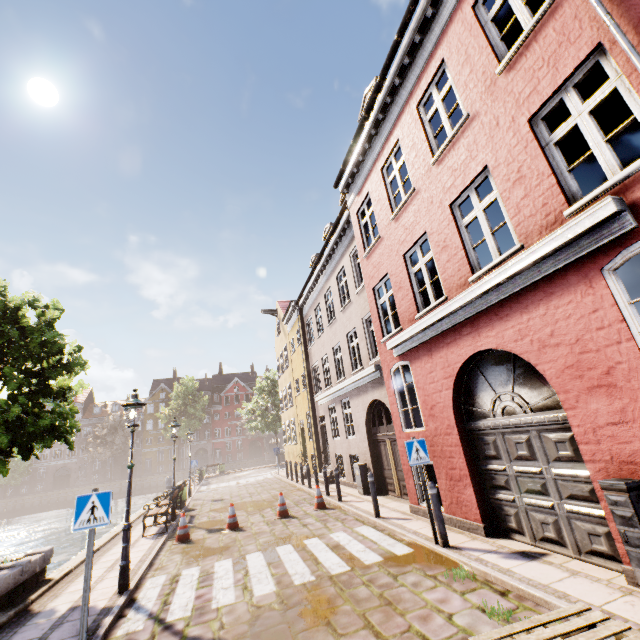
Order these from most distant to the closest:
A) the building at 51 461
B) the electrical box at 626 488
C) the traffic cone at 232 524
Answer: the building at 51 461 → the traffic cone at 232 524 → the electrical box at 626 488

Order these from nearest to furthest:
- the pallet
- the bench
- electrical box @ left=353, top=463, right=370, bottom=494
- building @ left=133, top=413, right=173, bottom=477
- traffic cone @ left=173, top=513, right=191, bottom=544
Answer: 1. the pallet
2. traffic cone @ left=173, top=513, right=191, bottom=544
3. the bench
4. electrical box @ left=353, top=463, right=370, bottom=494
5. building @ left=133, top=413, right=173, bottom=477

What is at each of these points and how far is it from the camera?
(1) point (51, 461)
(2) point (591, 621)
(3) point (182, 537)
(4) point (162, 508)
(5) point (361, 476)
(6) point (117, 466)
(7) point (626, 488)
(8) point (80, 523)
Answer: (1) building, 54.2 meters
(2) pallet, 2.7 meters
(3) traffic cone, 9.5 meters
(4) bench, 11.8 meters
(5) electrical box, 12.2 meters
(6) building, 56.3 meters
(7) electrical box, 3.7 meters
(8) sign, 4.9 meters

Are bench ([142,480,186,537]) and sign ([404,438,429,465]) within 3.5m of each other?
no

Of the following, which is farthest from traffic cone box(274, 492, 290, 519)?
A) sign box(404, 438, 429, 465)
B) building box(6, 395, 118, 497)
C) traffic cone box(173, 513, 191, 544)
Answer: building box(6, 395, 118, 497)

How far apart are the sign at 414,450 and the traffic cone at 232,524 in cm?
659

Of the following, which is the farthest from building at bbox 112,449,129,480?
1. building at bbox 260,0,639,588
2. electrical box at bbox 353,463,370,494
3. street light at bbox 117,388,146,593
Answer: street light at bbox 117,388,146,593

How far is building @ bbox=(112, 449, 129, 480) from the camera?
55.8m
